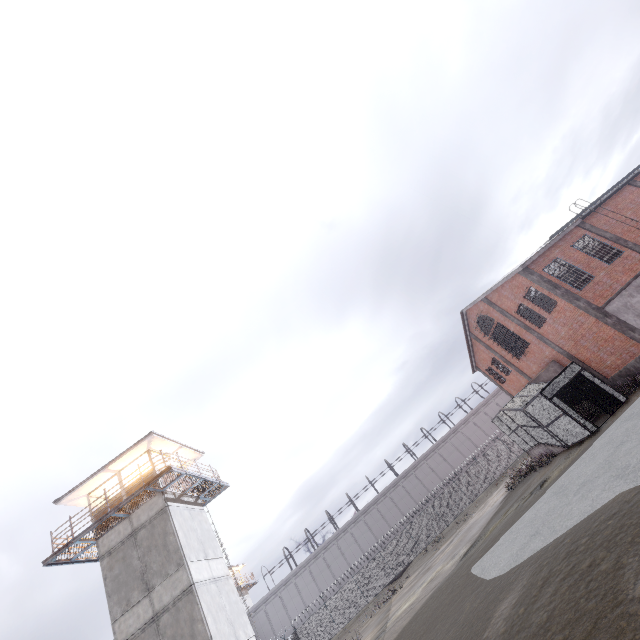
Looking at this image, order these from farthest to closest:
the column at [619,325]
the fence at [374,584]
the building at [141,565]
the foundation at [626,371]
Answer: the fence at [374,584] → the foundation at [626,371] → the column at [619,325] → the building at [141,565]

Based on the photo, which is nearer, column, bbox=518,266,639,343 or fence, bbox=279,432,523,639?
column, bbox=518,266,639,343

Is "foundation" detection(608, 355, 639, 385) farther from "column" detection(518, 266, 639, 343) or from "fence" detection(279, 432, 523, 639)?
"fence" detection(279, 432, 523, 639)

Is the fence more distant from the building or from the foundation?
the foundation

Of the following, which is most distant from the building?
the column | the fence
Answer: the column

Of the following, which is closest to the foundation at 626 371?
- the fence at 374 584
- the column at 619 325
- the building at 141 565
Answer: the column at 619 325

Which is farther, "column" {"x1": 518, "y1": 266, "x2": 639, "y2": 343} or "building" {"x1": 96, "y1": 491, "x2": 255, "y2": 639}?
"column" {"x1": 518, "y1": 266, "x2": 639, "y2": 343}

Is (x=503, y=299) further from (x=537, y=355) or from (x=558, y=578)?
(x=558, y=578)
